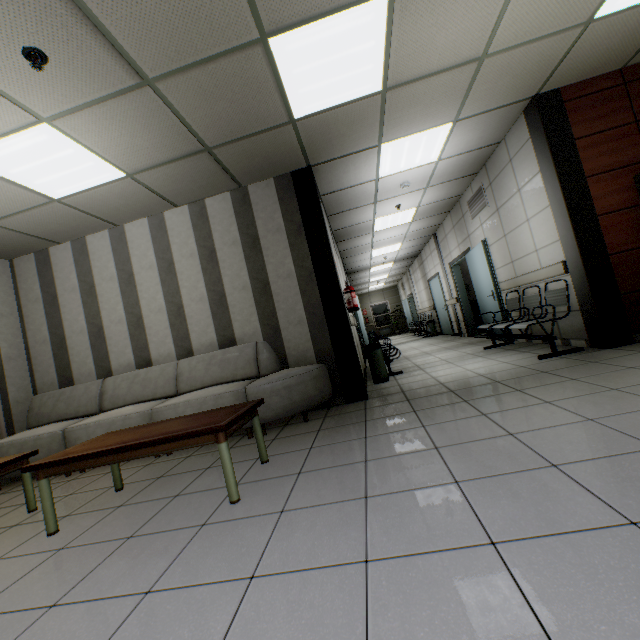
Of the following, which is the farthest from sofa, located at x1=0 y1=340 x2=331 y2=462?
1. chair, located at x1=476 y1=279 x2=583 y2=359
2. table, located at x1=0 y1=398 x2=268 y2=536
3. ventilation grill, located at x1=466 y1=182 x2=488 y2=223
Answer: ventilation grill, located at x1=466 y1=182 x2=488 y2=223

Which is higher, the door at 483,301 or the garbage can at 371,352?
the door at 483,301

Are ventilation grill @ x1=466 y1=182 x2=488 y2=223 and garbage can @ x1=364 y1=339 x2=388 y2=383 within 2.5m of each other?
no

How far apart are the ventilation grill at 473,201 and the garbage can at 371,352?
3.4m

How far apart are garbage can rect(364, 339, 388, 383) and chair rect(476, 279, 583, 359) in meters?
1.9

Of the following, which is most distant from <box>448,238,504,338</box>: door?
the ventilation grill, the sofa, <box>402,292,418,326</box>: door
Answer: <box>402,292,418,326</box>: door

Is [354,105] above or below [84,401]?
above

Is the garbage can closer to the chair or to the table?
the chair
